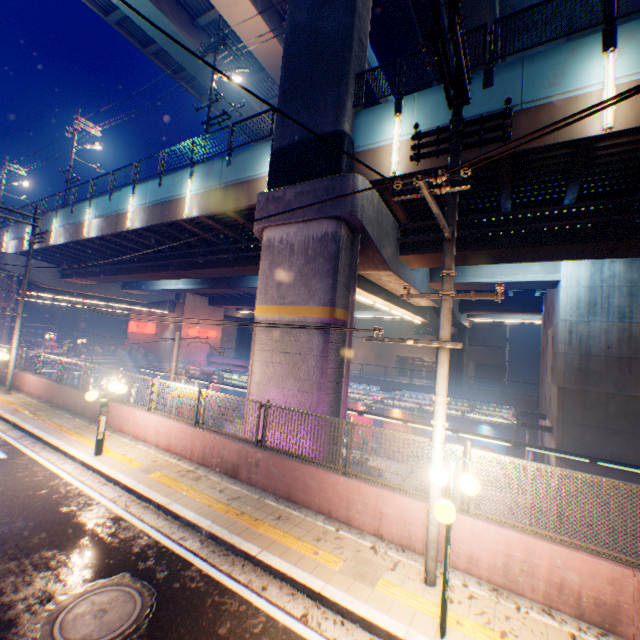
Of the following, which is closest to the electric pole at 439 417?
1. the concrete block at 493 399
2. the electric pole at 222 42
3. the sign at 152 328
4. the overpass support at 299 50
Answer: the overpass support at 299 50

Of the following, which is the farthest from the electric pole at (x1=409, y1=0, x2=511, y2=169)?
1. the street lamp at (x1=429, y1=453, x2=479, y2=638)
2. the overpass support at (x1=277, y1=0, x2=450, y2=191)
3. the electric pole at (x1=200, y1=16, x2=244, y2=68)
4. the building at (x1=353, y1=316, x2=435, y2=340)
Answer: the building at (x1=353, y1=316, x2=435, y2=340)

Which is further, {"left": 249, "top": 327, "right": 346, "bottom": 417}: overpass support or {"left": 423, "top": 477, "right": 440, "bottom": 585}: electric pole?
{"left": 249, "top": 327, "right": 346, "bottom": 417}: overpass support

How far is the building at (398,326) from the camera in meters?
49.9

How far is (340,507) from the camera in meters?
7.2 m

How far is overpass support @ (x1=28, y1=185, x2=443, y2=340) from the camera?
10.1 meters

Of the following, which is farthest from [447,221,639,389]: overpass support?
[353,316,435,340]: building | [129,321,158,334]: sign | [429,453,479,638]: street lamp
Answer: [353,316,435,340]: building
